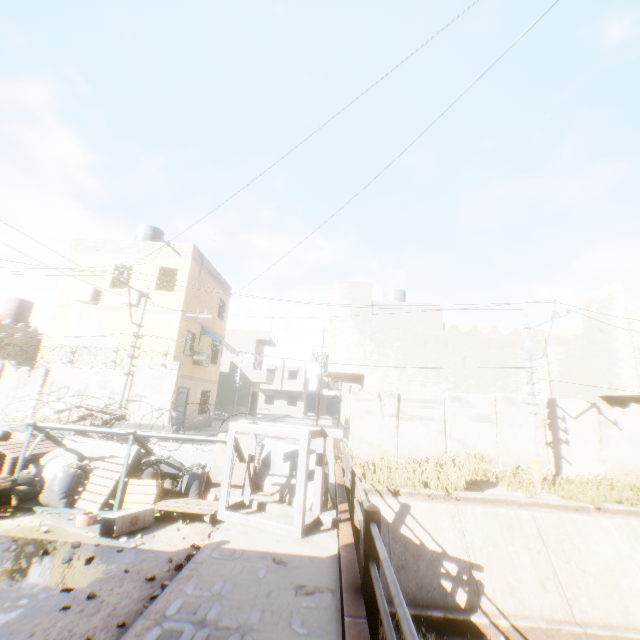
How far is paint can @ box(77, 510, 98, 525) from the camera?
5.41m

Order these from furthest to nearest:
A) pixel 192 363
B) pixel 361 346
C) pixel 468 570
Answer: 1. pixel 192 363
2. pixel 361 346
3. pixel 468 570

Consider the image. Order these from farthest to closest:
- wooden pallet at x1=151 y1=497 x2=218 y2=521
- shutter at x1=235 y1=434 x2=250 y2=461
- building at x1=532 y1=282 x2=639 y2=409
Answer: building at x1=532 y1=282 x2=639 y2=409 < shutter at x1=235 y1=434 x2=250 y2=461 < wooden pallet at x1=151 y1=497 x2=218 y2=521

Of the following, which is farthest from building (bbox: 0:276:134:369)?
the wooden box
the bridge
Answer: the wooden box

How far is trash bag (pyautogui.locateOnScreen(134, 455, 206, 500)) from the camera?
6.8m

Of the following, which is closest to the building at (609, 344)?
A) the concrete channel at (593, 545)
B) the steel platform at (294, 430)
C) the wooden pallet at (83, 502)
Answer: the concrete channel at (593, 545)

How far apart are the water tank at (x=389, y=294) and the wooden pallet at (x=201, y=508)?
17.02m

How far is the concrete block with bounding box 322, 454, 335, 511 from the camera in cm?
638
